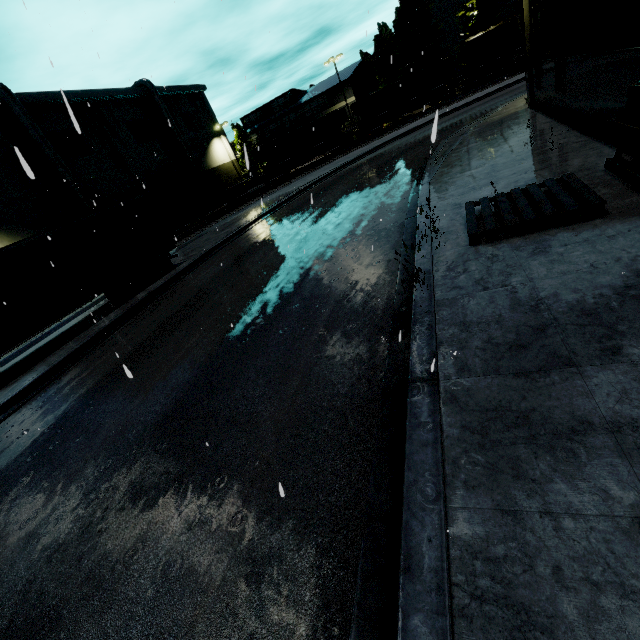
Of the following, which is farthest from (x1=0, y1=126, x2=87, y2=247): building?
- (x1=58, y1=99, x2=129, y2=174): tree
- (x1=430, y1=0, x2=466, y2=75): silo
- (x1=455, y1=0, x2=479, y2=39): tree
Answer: (x1=455, y1=0, x2=479, y2=39): tree

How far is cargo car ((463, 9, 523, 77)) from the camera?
34.4m

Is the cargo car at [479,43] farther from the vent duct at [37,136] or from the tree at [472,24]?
the vent duct at [37,136]

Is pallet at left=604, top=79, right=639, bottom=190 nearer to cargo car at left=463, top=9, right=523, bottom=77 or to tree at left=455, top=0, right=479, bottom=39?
cargo car at left=463, top=9, right=523, bottom=77

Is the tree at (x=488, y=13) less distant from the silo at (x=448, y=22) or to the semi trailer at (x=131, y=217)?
the silo at (x=448, y=22)

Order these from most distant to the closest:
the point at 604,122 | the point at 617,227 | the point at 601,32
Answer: the point at 604,122, the point at 601,32, the point at 617,227

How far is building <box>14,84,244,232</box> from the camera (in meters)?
31.38

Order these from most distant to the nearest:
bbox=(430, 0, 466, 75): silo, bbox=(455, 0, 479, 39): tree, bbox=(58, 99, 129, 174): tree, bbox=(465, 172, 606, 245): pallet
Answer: bbox=(430, 0, 466, 75): silo < bbox=(455, 0, 479, 39): tree < bbox=(58, 99, 129, 174): tree < bbox=(465, 172, 606, 245): pallet
